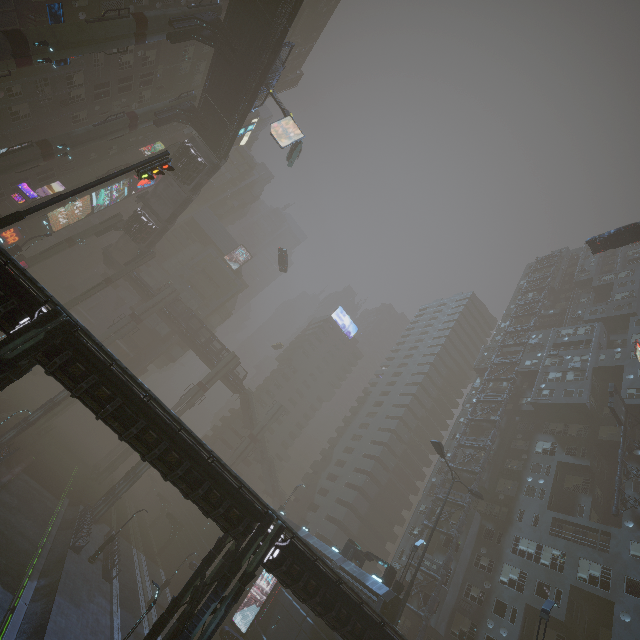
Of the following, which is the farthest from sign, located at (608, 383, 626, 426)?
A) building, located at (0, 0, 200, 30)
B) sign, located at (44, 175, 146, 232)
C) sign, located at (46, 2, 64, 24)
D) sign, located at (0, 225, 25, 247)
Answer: sign, located at (0, 225, 25, 247)

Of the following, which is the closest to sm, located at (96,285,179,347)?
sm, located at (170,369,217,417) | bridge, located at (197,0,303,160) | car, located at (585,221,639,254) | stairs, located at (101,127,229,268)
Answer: stairs, located at (101,127,229,268)

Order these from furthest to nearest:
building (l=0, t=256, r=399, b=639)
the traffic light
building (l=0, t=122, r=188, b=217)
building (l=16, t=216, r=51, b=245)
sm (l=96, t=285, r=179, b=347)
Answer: sm (l=96, t=285, r=179, b=347) → building (l=16, t=216, r=51, b=245) → building (l=0, t=122, r=188, b=217) → the traffic light → building (l=0, t=256, r=399, b=639)

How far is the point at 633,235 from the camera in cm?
2906

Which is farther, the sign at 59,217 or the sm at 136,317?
the sm at 136,317

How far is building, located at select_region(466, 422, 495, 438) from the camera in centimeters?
4403cm

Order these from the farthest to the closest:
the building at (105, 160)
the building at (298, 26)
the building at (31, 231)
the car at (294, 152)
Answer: the building at (298, 26) → the building at (31, 231) → the car at (294, 152) → the building at (105, 160)

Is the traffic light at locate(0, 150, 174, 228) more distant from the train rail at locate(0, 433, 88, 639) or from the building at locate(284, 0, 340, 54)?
the train rail at locate(0, 433, 88, 639)
